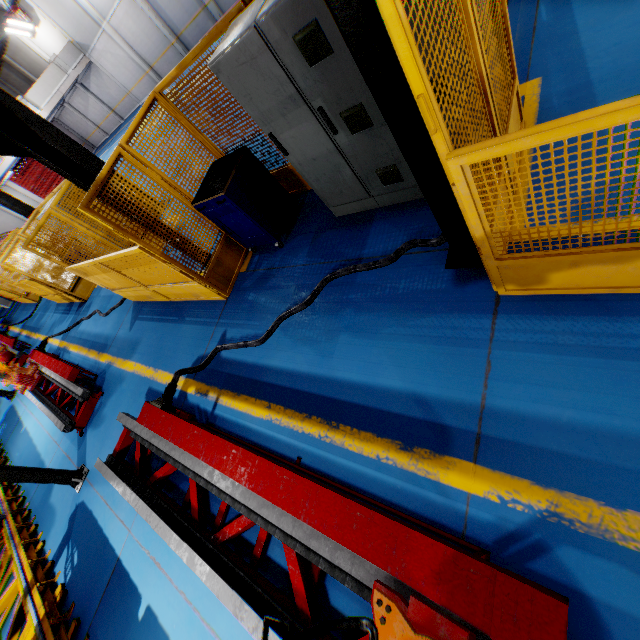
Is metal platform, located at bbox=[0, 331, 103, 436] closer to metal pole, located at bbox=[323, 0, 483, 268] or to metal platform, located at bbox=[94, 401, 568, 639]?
metal platform, located at bbox=[94, 401, 568, 639]

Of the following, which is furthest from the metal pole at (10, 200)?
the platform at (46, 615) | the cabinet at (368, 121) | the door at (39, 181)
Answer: the door at (39, 181)

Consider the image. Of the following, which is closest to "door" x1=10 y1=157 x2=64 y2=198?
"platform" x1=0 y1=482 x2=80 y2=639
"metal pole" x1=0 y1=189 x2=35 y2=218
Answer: "platform" x1=0 y1=482 x2=80 y2=639

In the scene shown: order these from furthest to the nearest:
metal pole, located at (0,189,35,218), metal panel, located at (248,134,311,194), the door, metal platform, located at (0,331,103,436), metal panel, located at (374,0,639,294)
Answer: the door, metal pole, located at (0,189,35,218), metal platform, located at (0,331,103,436), metal panel, located at (248,134,311,194), metal panel, located at (374,0,639,294)

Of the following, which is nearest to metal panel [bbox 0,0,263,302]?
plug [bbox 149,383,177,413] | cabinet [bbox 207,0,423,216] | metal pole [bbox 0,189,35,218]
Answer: cabinet [bbox 207,0,423,216]

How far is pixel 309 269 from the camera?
4.36m

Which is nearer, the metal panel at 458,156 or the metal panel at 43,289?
the metal panel at 458,156

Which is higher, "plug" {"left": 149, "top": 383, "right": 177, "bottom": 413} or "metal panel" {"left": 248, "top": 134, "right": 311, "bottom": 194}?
"plug" {"left": 149, "top": 383, "right": 177, "bottom": 413}
